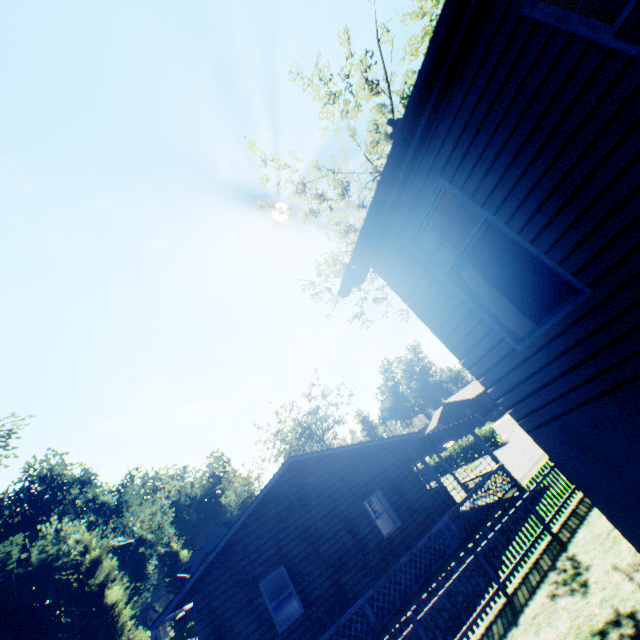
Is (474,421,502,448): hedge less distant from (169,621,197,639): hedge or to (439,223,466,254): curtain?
(439,223,466,254): curtain

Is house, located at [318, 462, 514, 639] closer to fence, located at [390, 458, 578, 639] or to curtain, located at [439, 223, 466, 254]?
fence, located at [390, 458, 578, 639]

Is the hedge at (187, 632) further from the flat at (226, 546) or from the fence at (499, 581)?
the fence at (499, 581)

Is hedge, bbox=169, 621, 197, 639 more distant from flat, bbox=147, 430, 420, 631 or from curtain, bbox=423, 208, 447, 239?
curtain, bbox=423, 208, 447, 239

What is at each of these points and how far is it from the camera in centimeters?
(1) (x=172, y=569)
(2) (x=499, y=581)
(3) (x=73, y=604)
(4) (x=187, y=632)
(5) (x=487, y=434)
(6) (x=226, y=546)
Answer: (1) plant, 5900cm
(2) fence, 851cm
(3) plant, 2789cm
(4) hedge, 5284cm
(5) hedge, 2897cm
(6) flat, 1212cm

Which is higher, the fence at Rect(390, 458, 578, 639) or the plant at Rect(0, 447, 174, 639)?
the plant at Rect(0, 447, 174, 639)

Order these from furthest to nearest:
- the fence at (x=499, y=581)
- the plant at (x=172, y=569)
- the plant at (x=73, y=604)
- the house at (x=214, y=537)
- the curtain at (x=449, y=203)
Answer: the plant at (x=172, y=569), the house at (x=214, y=537), the plant at (x=73, y=604), the fence at (x=499, y=581), the curtain at (x=449, y=203)

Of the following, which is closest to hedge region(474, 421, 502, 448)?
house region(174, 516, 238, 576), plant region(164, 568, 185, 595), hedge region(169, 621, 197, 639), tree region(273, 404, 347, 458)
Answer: house region(174, 516, 238, 576)
